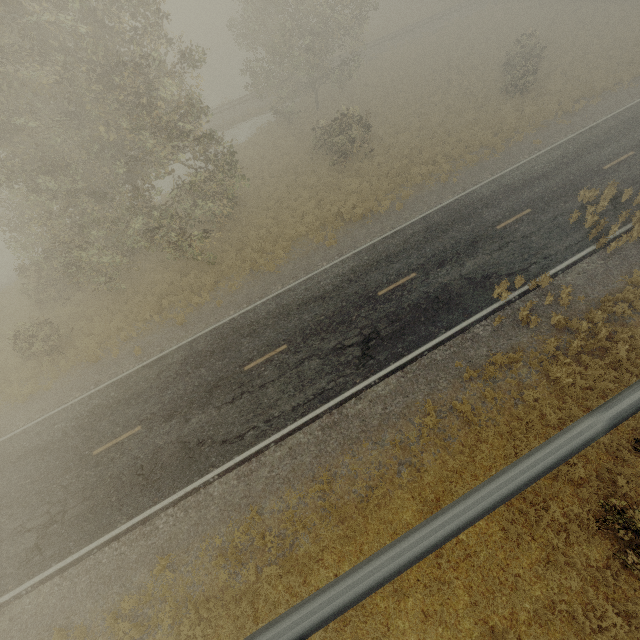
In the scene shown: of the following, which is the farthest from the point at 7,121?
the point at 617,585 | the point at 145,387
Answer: the point at 617,585
